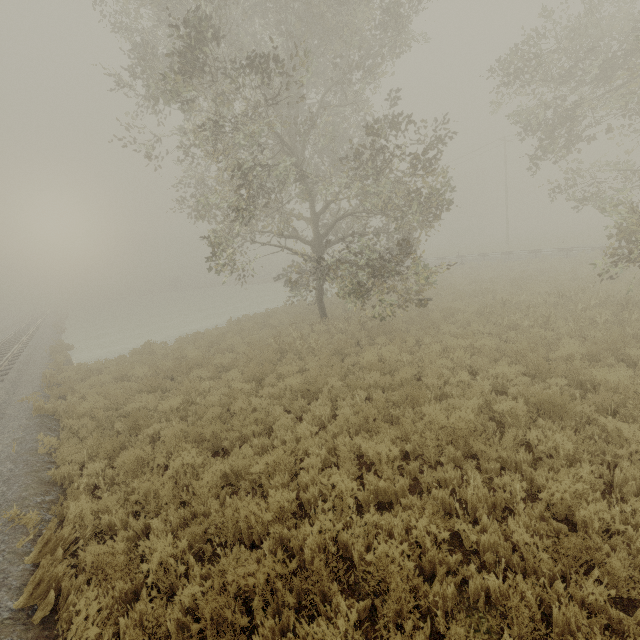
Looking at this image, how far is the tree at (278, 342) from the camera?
11.9m

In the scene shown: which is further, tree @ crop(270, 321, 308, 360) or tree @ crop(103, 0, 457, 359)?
tree @ crop(270, 321, 308, 360)

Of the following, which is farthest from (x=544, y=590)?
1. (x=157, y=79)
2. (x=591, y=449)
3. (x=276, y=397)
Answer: (x=157, y=79)

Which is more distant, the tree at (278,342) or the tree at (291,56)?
the tree at (278,342)

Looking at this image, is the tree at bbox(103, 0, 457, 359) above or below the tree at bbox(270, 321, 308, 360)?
above

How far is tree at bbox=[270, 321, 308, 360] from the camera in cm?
1190
